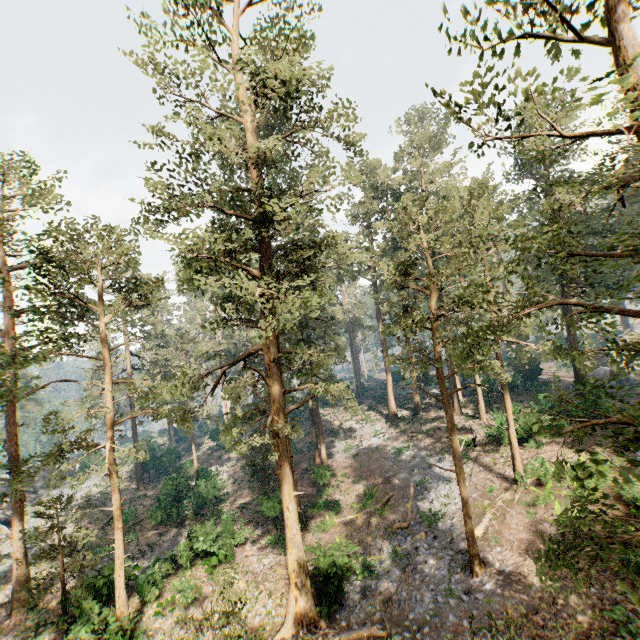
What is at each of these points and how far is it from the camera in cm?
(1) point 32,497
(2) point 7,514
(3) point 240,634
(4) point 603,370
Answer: (1) rock, 4044
(2) rock, 3700
(3) foliage, 1060
(4) rock, 4216

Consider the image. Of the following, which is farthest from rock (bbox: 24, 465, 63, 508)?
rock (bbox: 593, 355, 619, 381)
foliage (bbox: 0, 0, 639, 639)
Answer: rock (bbox: 593, 355, 619, 381)

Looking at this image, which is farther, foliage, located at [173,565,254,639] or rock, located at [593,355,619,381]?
rock, located at [593,355,619,381]

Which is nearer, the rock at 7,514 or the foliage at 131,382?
the foliage at 131,382

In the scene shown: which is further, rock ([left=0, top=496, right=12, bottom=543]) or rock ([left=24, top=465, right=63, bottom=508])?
rock ([left=24, top=465, right=63, bottom=508])

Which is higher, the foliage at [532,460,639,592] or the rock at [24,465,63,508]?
the foliage at [532,460,639,592]

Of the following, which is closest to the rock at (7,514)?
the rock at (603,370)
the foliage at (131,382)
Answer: the foliage at (131,382)
